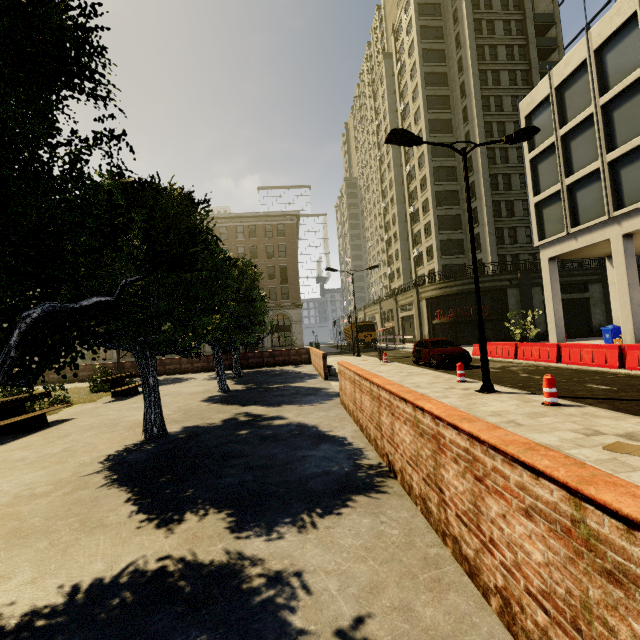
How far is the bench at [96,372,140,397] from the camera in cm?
1335

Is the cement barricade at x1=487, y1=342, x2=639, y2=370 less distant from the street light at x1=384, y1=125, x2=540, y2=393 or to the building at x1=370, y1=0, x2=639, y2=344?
the building at x1=370, y1=0, x2=639, y2=344

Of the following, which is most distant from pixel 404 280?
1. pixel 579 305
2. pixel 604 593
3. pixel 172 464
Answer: pixel 604 593

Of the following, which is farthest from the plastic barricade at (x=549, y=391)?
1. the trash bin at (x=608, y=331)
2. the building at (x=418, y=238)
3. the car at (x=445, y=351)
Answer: the trash bin at (x=608, y=331)

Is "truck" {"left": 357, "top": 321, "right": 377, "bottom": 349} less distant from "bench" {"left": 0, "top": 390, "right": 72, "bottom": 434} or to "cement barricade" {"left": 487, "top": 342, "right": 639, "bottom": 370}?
"cement barricade" {"left": 487, "top": 342, "right": 639, "bottom": 370}

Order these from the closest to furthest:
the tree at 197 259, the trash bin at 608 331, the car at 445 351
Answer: the tree at 197 259
the car at 445 351
the trash bin at 608 331

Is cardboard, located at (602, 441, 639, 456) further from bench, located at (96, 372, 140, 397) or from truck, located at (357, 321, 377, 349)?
truck, located at (357, 321, 377, 349)

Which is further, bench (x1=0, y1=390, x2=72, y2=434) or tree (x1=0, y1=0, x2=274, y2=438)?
bench (x1=0, y1=390, x2=72, y2=434)
